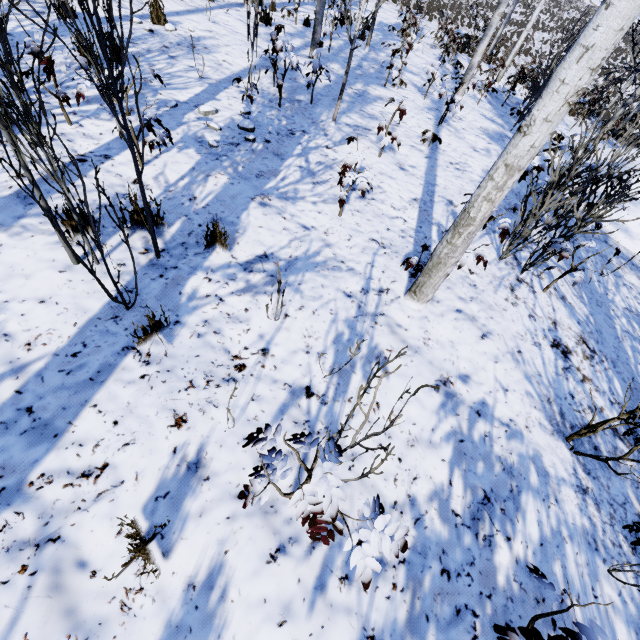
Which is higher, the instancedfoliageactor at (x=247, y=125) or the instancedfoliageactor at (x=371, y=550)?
the instancedfoliageactor at (x=371, y=550)

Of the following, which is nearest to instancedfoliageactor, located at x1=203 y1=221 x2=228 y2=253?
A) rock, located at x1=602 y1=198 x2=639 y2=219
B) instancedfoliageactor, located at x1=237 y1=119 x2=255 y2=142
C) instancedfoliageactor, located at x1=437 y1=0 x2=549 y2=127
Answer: instancedfoliageactor, located at x1=237 y1=119 x2=255 y2=142

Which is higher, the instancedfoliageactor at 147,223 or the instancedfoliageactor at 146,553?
the instancedfoliageactor at 147,223

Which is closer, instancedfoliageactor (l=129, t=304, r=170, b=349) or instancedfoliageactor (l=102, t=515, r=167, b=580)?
instancedfoliageactor (l=102, t=515, r=167, b=580)

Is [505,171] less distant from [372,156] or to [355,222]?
[355,222]

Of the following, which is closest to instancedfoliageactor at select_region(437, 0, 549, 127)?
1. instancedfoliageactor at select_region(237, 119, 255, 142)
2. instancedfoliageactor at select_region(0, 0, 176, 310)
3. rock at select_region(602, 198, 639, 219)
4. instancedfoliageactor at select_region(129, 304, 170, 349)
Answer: rock at select_region(602, 198, 639, 219)

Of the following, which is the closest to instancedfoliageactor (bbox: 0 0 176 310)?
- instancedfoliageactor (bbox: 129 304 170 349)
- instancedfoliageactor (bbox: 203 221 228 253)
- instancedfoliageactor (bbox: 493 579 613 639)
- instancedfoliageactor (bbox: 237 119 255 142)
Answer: instancedfoliageactor (bbox: 129 304 170 349)

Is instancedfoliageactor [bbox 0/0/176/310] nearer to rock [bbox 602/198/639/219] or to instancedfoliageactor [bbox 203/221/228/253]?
instancedfoliageactor [bbox 203/221/228/253]
